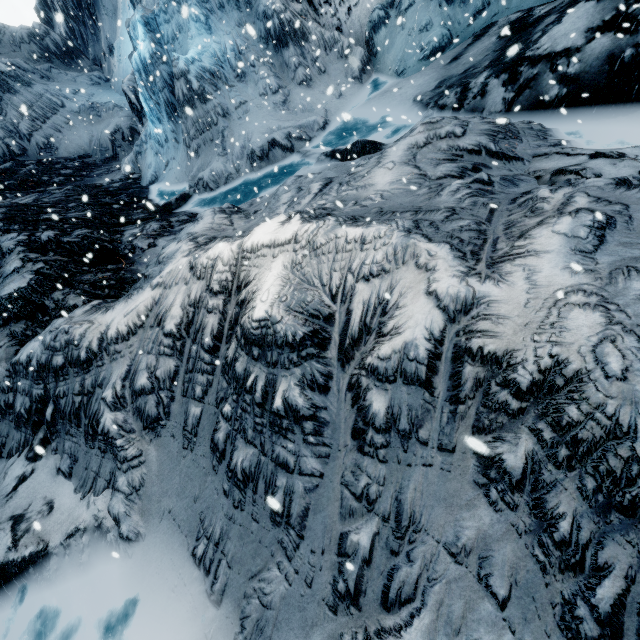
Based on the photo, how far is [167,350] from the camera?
4.6 meters
